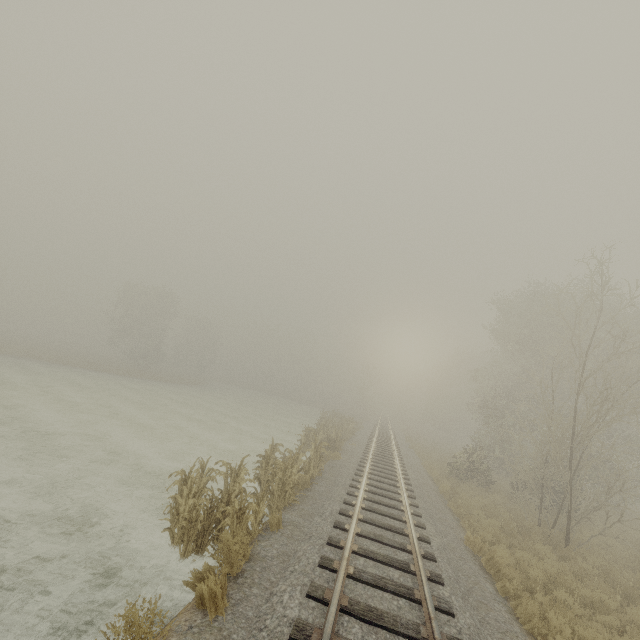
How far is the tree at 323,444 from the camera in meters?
6.5

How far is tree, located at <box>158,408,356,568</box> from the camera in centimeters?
650cm

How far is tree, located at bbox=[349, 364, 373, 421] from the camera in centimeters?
4778cm

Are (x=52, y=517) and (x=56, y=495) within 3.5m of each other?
yes

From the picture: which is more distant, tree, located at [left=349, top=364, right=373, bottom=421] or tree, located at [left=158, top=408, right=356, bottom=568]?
tree, located at [left=349, top=364, right=373, bottom=421]

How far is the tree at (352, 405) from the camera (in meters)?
47.78

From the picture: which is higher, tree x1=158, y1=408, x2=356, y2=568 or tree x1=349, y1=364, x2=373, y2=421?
tree x1=349, y1=364, x2=373, y2=421
